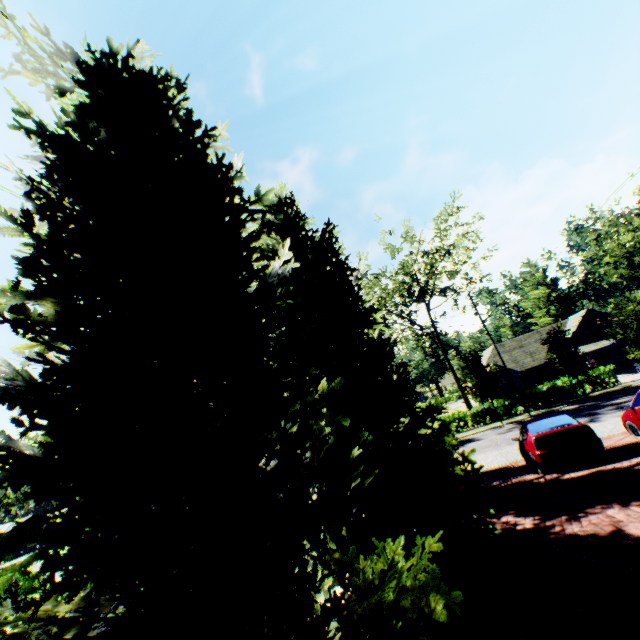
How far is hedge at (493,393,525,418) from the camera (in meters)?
30.77

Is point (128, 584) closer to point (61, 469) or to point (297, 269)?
point (61, 469)

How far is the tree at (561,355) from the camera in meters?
26.8 m

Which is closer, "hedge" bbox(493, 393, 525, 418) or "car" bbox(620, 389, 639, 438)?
"car" bbox(620, 389, 639, 438)

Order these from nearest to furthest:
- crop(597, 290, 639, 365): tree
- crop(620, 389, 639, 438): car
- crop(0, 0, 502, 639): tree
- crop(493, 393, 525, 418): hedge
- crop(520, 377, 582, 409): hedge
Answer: crop(0, 0, 502, 639): tree, crop(620, 389, 639, 438): car, crop(597, 290, 639, 365): tree, crop(520, 377, 582, 409): hedge, crop(493, 393, 525, 418): hedge

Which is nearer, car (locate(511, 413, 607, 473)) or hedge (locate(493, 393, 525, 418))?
car (locate(511, 413, 607, 473))

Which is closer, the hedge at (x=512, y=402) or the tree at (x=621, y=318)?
the tree at (x=621, y=318)

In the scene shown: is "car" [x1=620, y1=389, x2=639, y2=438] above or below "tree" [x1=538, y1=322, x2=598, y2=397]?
below
